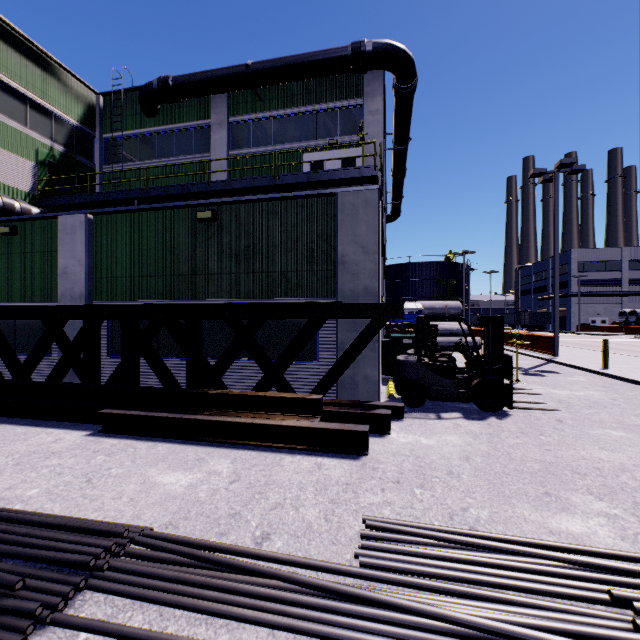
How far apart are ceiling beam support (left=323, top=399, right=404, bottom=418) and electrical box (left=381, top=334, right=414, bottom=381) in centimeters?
387cm

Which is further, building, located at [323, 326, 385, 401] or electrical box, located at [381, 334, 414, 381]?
electrical box, located at [381, 334, 414, 381]

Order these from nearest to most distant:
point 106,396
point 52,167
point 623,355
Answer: point 106,396, point 52,167, point 623,355

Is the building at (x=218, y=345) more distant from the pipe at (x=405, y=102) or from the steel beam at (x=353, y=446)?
the steel beam at (x=353, y=446)

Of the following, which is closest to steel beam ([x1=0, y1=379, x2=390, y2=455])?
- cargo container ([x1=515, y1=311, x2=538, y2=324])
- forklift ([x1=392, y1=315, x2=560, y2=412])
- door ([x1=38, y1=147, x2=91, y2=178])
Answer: forklift ([x1=392, y1=315, x2=560, y2=412])

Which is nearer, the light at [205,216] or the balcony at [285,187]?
the light at [205,216]

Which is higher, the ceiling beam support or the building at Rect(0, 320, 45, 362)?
the building at Rect(0, 320, 45, 362)

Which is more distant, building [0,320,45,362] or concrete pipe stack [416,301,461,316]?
concrete pipe stack [416,301,461,316]
